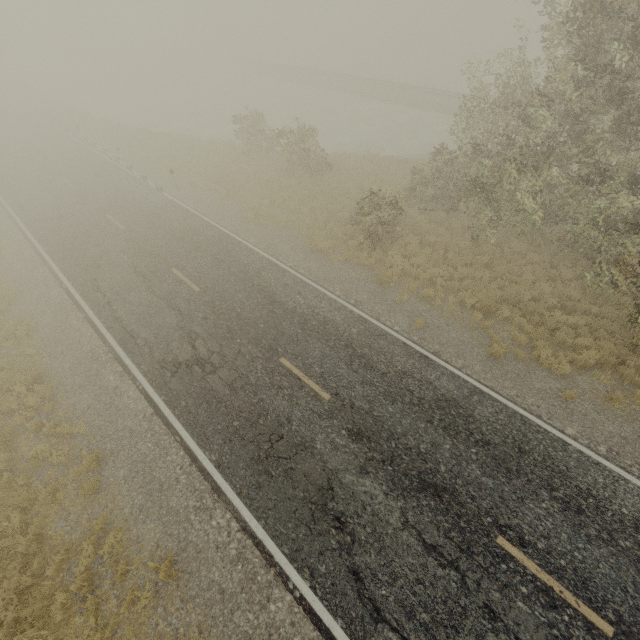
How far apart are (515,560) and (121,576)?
Result: 8.6 meters
